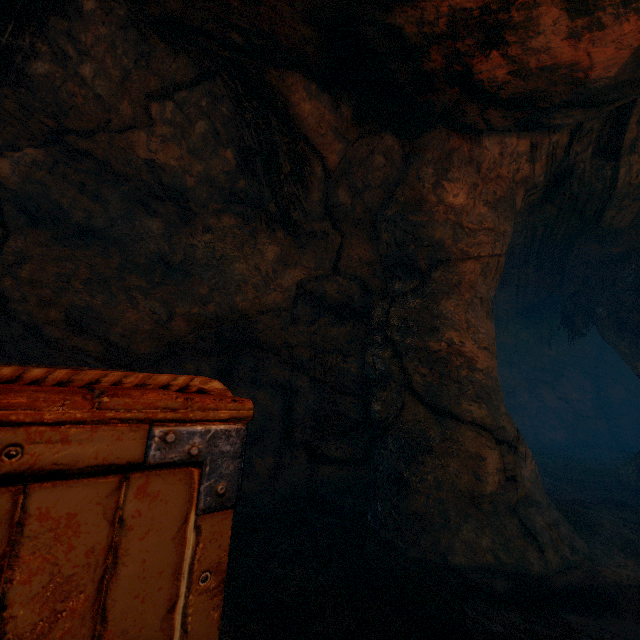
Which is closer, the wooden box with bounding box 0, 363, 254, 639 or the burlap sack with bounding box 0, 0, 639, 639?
the wooden box with bounding box 0, 363, 254, 639

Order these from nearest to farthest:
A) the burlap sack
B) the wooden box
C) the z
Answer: the wooden box → the burlap sack → the z

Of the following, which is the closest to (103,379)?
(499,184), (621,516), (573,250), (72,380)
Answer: (72,380)

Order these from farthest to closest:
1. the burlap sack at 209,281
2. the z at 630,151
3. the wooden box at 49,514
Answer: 1. the z at 630,151
2. the burlap sack at 209,281
3. the wooden box at 49,514

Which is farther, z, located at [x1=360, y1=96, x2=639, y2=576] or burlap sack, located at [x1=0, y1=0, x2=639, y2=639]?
z, located at [x1=360, y1=96, x2=639, y2=576]

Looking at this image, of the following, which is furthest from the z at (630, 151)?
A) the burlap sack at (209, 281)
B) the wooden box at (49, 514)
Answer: the wooden box at (49, 514)

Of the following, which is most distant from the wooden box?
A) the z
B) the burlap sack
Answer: the z

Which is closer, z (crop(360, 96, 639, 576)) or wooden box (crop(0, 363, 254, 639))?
wooden box (crop(0, 363, 254, 639))
